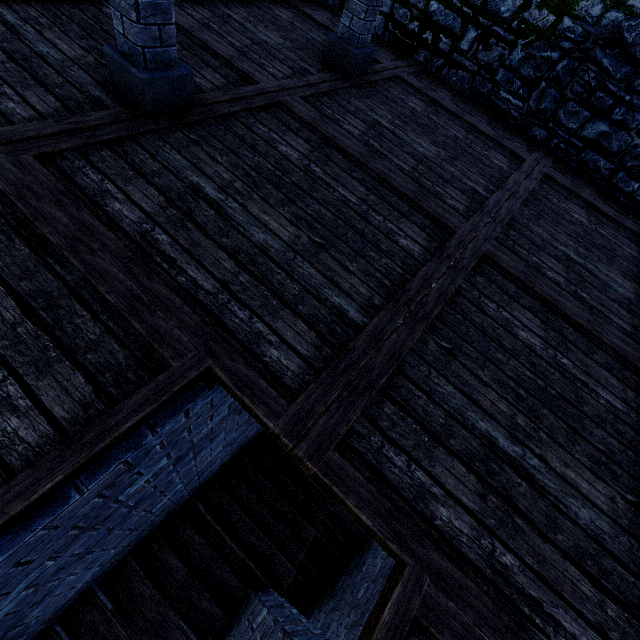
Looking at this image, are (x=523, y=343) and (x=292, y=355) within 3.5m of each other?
yes

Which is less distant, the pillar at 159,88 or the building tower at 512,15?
the pillar at 159,88

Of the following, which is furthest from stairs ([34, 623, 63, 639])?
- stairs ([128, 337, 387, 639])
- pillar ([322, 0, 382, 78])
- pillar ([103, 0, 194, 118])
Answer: pillar ([322, 0, 382, 78])

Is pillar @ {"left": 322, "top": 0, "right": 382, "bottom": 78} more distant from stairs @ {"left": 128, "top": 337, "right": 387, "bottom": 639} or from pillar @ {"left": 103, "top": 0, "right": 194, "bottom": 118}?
stairs @ {"left": 128, "top": 337, "right": 387, "bottom": 639}

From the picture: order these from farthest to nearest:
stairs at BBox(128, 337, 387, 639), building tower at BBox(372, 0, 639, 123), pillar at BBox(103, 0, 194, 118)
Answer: building tower at BBox(372, 0, 639, 123)
stairs at BBox(128, 337, 387, 639)
pillar at BBox(103, 0, 194, 118)

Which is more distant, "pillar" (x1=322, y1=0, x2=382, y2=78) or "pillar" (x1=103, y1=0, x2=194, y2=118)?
"pillar" (x1=322, y1=0, x2=382, y2=78)

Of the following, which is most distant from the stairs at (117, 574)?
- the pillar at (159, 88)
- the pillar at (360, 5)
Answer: the pillar at (360, 5)

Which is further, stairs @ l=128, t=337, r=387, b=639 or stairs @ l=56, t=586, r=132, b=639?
stairs @ l=128, t=337, r=387, b=639
